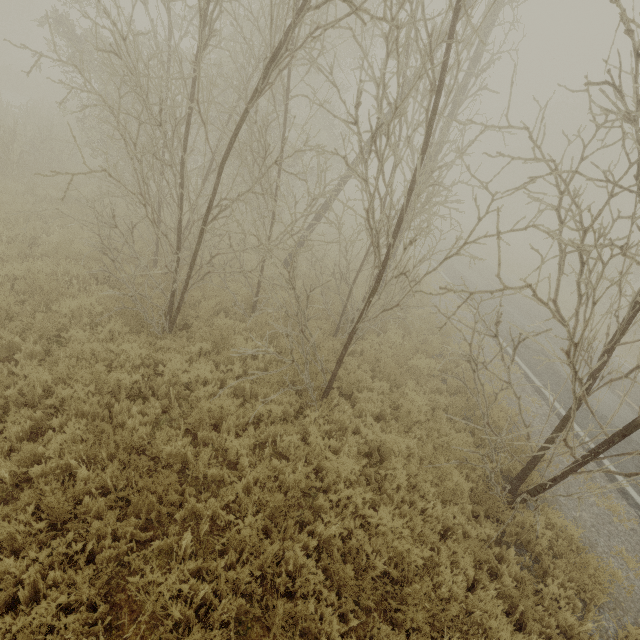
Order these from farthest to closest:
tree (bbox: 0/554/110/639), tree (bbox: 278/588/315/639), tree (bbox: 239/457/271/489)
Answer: tree (bbox: 239/457/271/489), tree (bbox: 278/588/315/639), tree (bbox: 0/554/110/639)

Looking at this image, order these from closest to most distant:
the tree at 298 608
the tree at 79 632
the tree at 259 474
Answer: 1. the tree at 79 632
2. the tree at 298 608
3. the tree at 259 474

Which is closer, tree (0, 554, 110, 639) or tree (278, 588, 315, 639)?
tree (0, 554, 110, 639)

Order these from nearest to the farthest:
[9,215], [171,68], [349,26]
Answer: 1. [349,26]
2. [9,215]
3. [171,68]

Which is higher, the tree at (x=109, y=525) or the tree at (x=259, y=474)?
the tree at (x=259, y=474)
